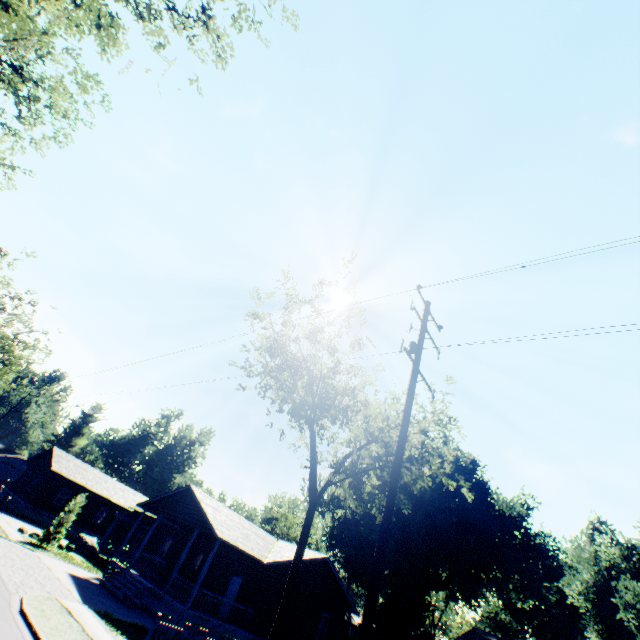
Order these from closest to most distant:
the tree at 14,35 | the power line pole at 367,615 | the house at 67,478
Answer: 1. the power line pole at 367,615
2. the tree at 14,35
3. the house at 67,478

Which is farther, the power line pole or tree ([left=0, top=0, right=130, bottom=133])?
tree ([left=0, top=0, right=130, bottom=133])

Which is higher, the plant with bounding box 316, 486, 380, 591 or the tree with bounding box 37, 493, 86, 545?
the plant with bounding box 316, 486, 380, 591

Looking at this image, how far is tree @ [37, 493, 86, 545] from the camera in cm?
2278

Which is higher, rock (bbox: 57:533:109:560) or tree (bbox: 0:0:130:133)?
tree (bbox: 0:0:130:133)

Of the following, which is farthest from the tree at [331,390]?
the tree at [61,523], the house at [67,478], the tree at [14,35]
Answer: the tree at [14,35]

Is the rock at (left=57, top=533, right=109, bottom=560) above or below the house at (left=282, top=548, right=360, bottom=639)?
below

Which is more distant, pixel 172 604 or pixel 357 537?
pixel 357 537
